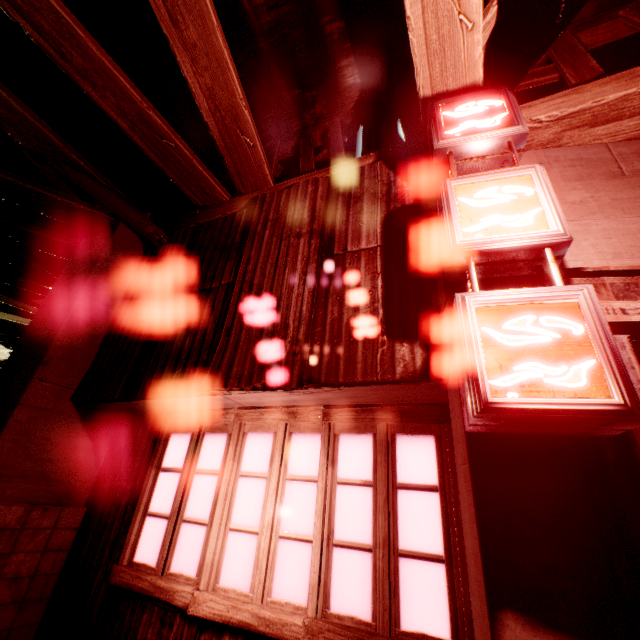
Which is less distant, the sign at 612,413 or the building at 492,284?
the sign at 612,413

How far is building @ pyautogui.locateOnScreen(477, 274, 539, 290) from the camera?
2.1m

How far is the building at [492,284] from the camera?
2.1 meters

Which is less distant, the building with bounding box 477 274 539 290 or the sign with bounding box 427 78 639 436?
the sign with bounding box 427 78 639 436

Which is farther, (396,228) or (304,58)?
(304,58)
